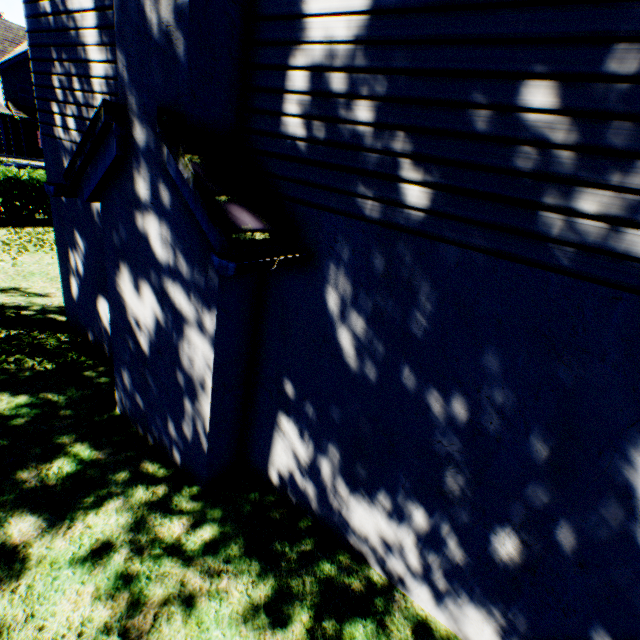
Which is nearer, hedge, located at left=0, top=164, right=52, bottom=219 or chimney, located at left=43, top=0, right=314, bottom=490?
chimney, located at left=43, top=0, right=314, bottom=490

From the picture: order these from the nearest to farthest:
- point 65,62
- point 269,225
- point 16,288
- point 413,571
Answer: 1. point 269,225
2. point 413,571
3. point 65,62
4. point 16,288

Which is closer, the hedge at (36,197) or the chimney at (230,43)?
the chimney at (230,43)
